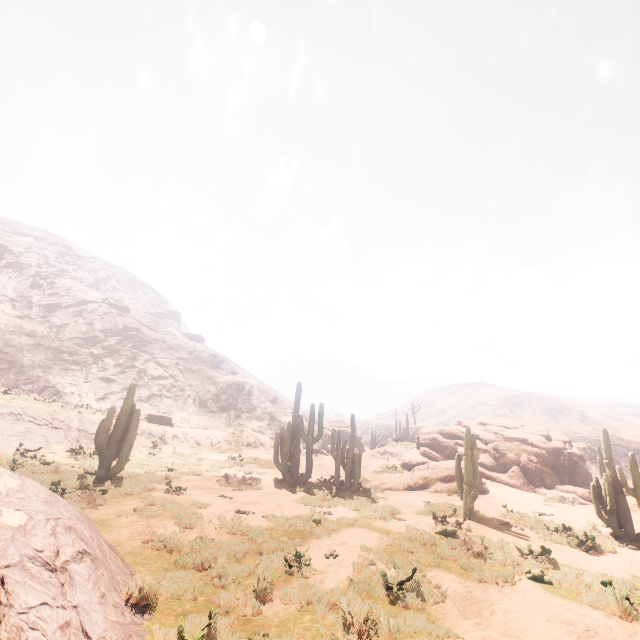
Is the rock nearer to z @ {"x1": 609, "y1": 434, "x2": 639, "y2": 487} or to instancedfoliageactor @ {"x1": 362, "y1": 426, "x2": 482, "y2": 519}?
instancedfoliageactor @ {"x1": 362, "y1": 426, "x2": 482, "y2": 519}

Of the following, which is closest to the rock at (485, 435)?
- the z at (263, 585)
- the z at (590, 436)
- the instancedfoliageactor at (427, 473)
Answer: the instancedfoliageactor at (427, 473)

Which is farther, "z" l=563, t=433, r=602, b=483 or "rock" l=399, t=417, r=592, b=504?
"z" l=563, t=433, r=602, b=483

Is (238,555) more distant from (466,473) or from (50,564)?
(466,473)

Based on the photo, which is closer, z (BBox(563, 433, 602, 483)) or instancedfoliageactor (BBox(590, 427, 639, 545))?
instancedfoliageactor (BBox(590, 427, 639, 545))

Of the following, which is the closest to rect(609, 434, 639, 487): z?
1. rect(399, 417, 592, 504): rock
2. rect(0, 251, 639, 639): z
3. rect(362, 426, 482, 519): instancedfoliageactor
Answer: rect(0, 251, 639, 639): z

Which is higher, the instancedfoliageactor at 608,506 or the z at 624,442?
the z at 624,442

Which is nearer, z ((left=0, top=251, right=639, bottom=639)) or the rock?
z ((left=0, top=251, right=639, bottom=639))
